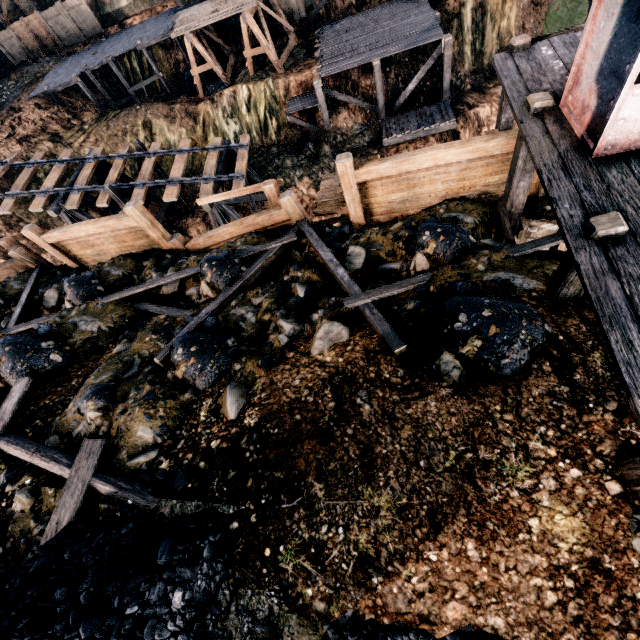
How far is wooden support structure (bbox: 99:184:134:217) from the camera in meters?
18.3 m

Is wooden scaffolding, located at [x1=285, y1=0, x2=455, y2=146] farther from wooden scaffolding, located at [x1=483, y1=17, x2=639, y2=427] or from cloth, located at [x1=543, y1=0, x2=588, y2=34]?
wooden scaffolding, located at [x1=483, y1=17, x2=639, y2=427]

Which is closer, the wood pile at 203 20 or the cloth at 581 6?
the cloth at 581 6

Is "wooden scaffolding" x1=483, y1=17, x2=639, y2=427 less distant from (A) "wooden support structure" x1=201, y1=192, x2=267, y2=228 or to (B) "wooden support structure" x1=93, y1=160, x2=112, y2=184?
(A) "wooden support structure" x1=201, y1=192, x2=267, y2=228

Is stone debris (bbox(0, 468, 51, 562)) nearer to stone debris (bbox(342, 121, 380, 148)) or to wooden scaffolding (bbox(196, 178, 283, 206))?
wooden scaffolding (bbox(196, 178, 283, 206))

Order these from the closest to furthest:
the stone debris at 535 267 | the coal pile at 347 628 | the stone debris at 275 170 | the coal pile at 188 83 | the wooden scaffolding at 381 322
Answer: the coal pile at 347 628 < the stone debris at 535 267 < the wooden scaffolding at 381 322 < the stone debris at 275 170 < the coal pile at 188 83

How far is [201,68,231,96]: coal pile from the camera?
26.48m

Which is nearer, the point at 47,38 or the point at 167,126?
the point at 167,126
